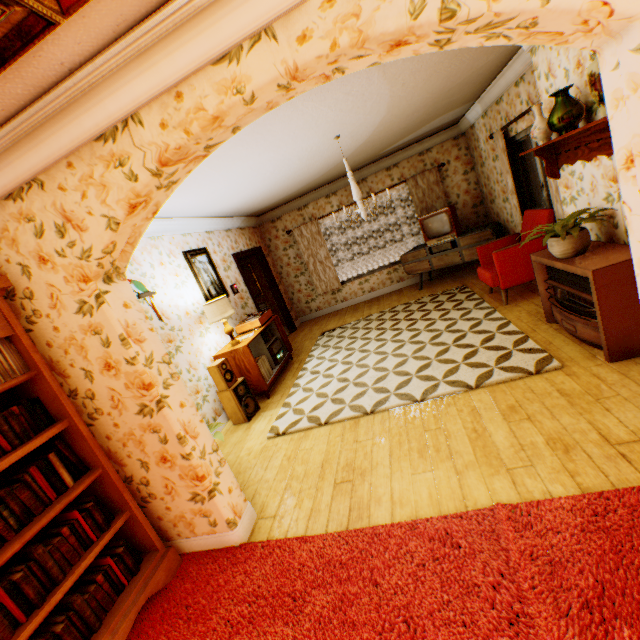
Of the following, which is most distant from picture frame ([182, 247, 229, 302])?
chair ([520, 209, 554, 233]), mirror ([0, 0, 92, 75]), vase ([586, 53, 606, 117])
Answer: vase ([586, 53, 606, 117])

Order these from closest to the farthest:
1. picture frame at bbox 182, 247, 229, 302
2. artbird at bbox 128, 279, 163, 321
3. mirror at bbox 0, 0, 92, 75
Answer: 1. mirror at bbox 0, 0, 92, 75
2. artbird at bbox 128, 279, 163, 321
3. picture frame at bbox 182, 247, 229, 302

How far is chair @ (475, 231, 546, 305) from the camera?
4.6 meters

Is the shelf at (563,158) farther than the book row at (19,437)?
Yes

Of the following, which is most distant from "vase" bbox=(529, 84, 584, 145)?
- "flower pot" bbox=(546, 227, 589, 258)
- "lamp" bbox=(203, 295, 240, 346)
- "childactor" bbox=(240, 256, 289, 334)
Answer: "childactor" bbox=(240, 256, 289, 334)

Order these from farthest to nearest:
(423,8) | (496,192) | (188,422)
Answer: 1. (496,192)
2. (188,422)
3. (423,8)

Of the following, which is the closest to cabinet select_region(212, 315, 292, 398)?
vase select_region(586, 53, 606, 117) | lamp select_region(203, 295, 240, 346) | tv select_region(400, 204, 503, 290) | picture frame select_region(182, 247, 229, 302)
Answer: lamp select_region(203, 295, 240, 346)

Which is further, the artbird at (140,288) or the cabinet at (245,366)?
the cabinet at (245,366)
